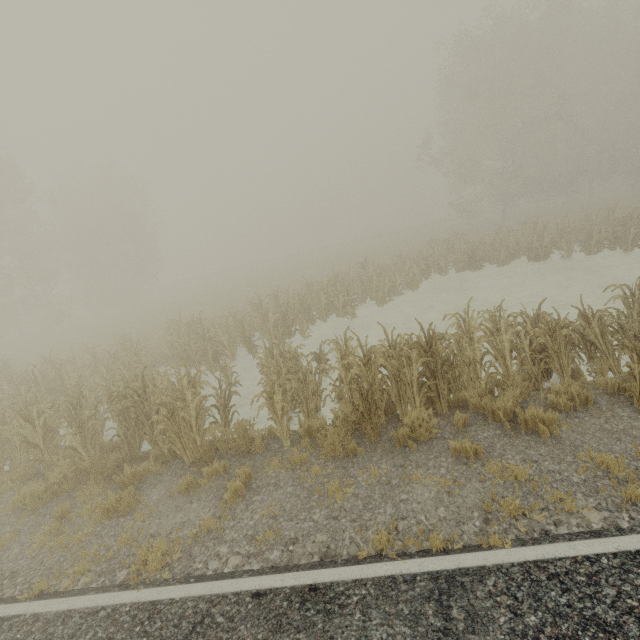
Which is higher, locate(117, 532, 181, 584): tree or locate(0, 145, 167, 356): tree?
locate(0, 145, 167, 356): tree

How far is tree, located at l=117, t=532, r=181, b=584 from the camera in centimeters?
452cm

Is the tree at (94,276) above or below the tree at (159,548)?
above

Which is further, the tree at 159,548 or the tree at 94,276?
the tree at 94,276

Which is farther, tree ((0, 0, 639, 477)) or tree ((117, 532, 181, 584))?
tree ((0, 0, 639, 477))

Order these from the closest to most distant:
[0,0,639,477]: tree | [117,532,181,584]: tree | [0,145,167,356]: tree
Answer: [117,532,181,584]: tree → [0,0,639,477]: tree → [0,145,167,356]: tree

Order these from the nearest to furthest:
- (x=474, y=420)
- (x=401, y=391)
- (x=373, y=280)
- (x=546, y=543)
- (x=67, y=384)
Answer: (x=546, y=543)
(x=474, y=420)
(x=401, y=391)
(x=67, y=384)
(x=373, y=280)

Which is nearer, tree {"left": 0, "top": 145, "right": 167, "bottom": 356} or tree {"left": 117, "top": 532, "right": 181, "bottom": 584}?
tree {"left": 117, "top": 532, "right": 181, "bottom": 584}
